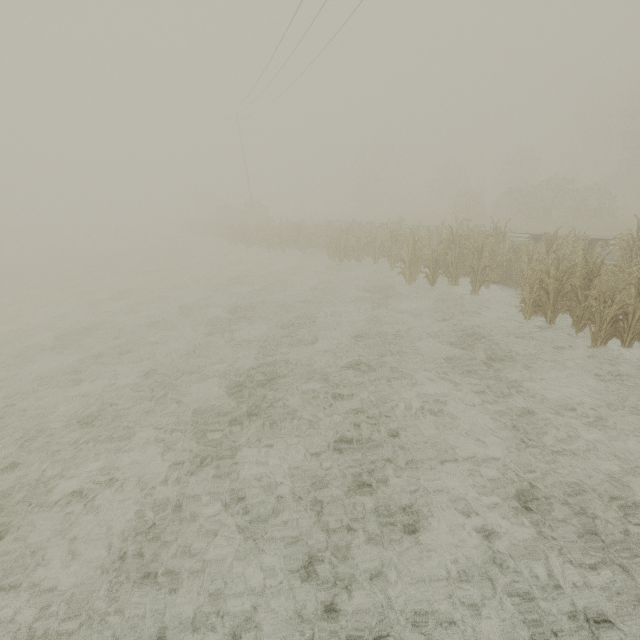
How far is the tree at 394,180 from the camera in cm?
5009

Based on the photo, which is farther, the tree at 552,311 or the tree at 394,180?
the tree at 394,180

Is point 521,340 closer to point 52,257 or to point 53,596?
point 53,596

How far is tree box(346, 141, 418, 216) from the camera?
50.1m

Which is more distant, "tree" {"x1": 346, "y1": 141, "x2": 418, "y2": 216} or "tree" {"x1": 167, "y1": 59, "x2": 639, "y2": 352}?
"tree" {"x1": 346, "y1": 141, "x2": 418, "y2": 216}
